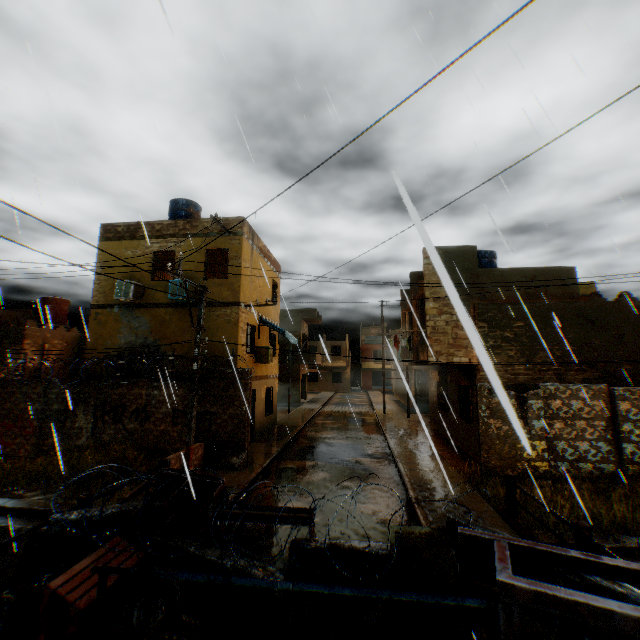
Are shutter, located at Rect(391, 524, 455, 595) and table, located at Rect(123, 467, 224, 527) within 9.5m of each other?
yes

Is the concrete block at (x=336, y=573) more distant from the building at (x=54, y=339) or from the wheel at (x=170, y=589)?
the building at (x=54, y=339)

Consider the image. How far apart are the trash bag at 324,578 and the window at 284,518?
0.42m

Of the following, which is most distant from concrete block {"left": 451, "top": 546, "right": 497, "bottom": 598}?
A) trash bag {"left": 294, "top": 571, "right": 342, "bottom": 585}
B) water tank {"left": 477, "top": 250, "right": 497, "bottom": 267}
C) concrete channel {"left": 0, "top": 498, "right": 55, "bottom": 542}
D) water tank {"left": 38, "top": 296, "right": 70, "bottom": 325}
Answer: water tank {"left": 38, "top": 296, "right": 70, "bottom": 325}

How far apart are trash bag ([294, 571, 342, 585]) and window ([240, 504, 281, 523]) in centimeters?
42cm

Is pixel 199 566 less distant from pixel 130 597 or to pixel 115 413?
pixel 130 597

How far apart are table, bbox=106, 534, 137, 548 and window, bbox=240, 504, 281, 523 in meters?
1.1 m

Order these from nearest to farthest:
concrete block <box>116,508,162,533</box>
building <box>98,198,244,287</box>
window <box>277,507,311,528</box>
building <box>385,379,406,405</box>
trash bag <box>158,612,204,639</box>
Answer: trash bag <box>158,612,204,639</box>
window <box>277,507,311,528</box>
concrete block <box>116,508,162,533</box>
building <box>98,198,244,287</box>
building <box>385,379,406,405</box>
